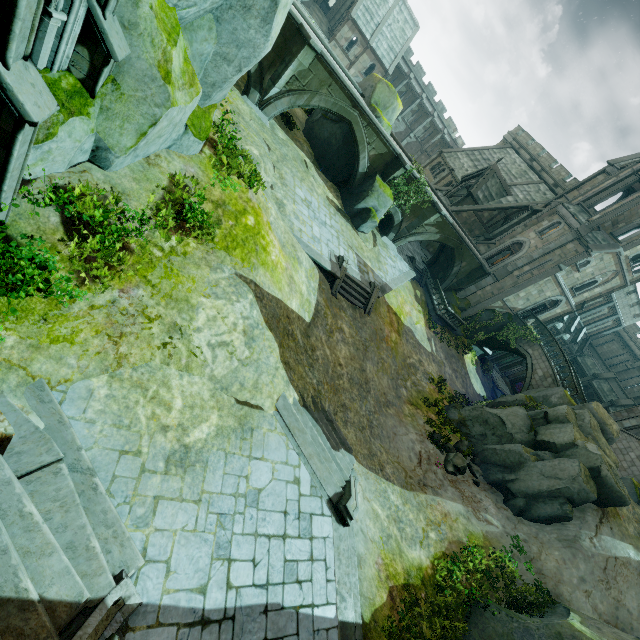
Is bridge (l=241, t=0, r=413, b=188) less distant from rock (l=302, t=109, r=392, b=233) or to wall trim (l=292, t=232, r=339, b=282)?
rock (l=302, t=109, r=392, b=233)

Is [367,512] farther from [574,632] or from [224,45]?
[224,45]

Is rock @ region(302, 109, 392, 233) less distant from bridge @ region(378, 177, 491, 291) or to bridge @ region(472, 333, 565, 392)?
bridge @ region(378, 177, 491, 291)

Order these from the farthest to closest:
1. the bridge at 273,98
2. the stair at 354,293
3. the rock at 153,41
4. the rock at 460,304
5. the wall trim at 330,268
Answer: the rock at 460,304 → the stair at 354,293 → the bridge at 273,98 → the wall trim at 330,268 → the rock at 153,41

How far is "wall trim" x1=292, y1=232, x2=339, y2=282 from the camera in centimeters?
1614cm

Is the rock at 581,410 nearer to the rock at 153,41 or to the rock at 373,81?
the rock at 373,81

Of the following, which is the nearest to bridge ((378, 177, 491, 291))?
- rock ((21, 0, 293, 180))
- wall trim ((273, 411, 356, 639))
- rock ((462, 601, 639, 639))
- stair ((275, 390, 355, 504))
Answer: rock ((21, 0, 293, 180))
